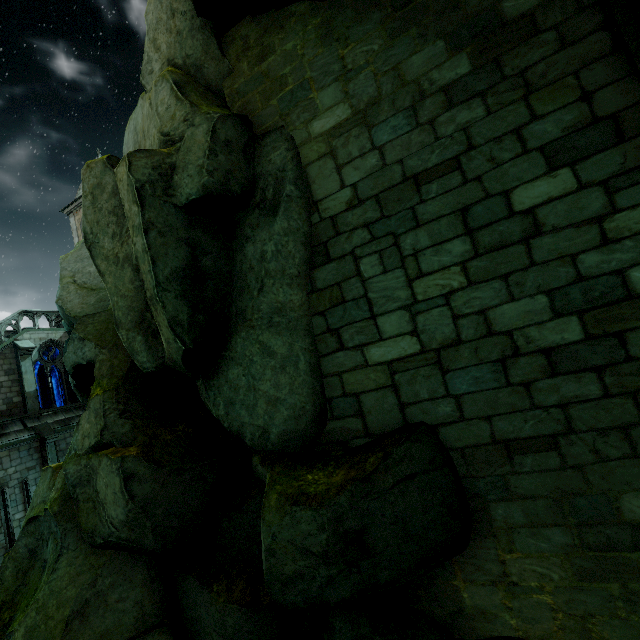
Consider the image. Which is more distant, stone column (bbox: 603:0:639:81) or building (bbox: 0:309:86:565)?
building (bbox: 0:309:86:565)

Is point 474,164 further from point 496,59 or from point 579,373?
point 579,373

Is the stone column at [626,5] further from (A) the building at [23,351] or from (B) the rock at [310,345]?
(A) the building at [23,351]

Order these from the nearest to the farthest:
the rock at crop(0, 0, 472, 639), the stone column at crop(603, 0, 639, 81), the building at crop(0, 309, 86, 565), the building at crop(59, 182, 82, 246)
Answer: the stone column at crop(603, 0, 639, 81) → the rock at crop(0, 0, 472, 639) → the building at crop(0, 309, 86, 565) → the building at crop(59, 182, 82, 246)

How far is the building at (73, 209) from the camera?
29.6m

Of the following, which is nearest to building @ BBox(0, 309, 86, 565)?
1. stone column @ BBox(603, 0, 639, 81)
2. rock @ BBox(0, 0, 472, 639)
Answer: rock @ BBox(0, 0, 472, 639)

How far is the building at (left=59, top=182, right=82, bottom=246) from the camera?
29.59m

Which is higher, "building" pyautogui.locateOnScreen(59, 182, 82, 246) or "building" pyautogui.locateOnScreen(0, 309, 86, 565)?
"building" pyautogui.locateOnScreen(59, 182, 82, 246)
